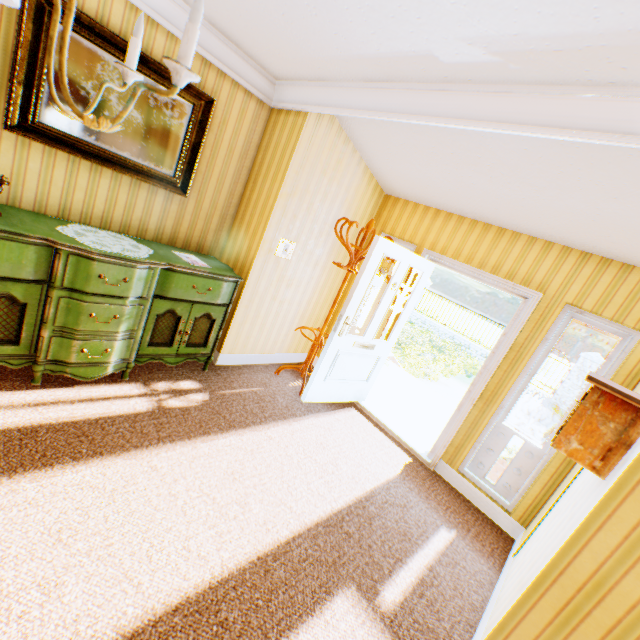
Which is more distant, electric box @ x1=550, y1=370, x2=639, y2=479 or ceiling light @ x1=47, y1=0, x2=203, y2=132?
Result: electric box @ x1=550, y1=370, x2=639, y2=479

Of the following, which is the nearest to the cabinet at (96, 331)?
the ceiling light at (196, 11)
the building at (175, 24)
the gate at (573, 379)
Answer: the building at (175, 24)

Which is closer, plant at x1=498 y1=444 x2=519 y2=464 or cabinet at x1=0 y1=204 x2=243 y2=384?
cabinet at x1=0 y1=204 x2=243 y2=384

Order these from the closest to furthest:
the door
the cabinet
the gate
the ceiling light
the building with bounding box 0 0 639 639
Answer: the ceiling light → the building with bounding box 0 0 639 639 → the cabinet → the door → the gate

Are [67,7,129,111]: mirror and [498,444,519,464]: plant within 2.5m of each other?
no

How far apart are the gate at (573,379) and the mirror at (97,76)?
14.92m

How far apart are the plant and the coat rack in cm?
212

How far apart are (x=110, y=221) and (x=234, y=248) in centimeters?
127cm
